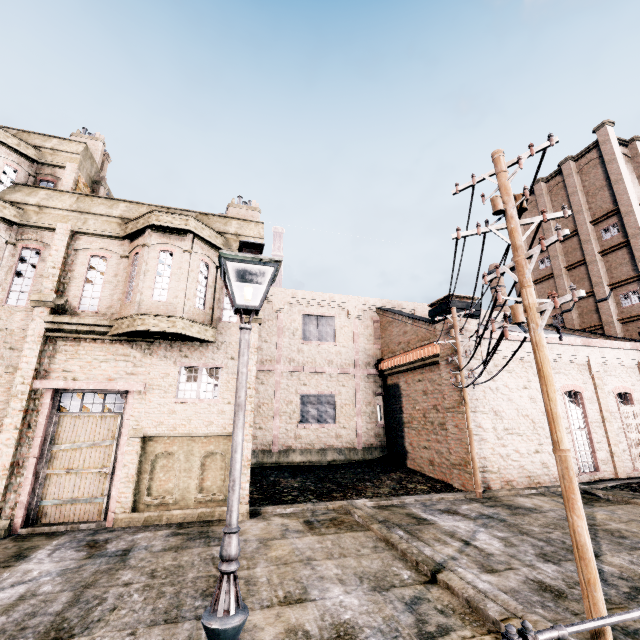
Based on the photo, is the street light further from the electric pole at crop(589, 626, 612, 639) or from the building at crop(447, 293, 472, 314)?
the building at crop(447, 293, 472, 314)

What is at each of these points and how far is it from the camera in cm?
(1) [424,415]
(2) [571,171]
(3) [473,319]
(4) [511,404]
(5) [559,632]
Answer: (1) building, 2089
(2) building, 3241
(3) building, 1870
(4) building, 1795
(5) metal railing, 339

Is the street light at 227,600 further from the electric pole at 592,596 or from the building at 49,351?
the building at 49,351

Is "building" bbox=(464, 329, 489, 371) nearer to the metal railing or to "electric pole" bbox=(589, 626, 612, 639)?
"electric pole" bbox=(589, 626, 612, 639)

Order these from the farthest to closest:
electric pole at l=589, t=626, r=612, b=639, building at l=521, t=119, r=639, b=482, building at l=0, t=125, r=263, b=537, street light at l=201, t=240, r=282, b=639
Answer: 1. building at l=521, t=119, r=639, b=482
2. building at l=0, t=125, r=263, b=537
3. electric pole at l=589, t=626, r=612, b=639
4. street light at l=201, t=240, r=282, b=639

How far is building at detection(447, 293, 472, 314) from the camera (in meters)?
18.34

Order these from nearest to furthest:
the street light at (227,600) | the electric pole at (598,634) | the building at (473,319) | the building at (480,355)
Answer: the street light at (227,600)
the electric pole at (598,634)
the building at (480,355)
the building at (473,319)
